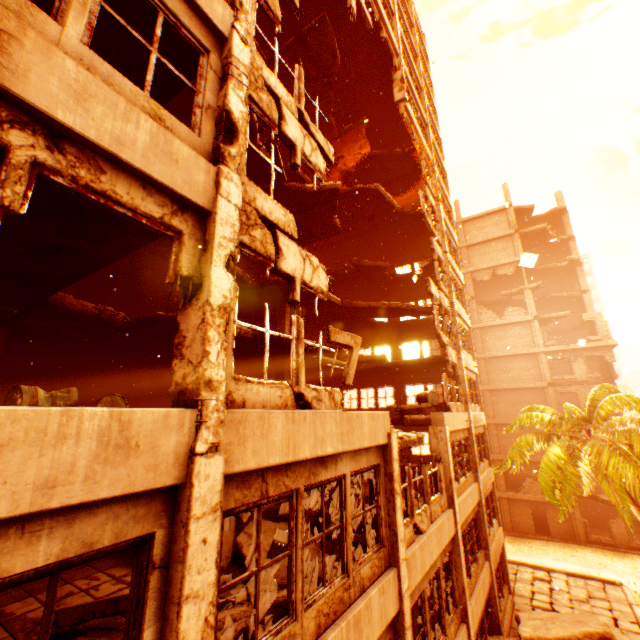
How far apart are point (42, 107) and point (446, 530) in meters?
12.1

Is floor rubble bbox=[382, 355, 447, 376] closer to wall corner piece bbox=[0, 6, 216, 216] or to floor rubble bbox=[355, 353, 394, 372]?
floor rubble bbox=[355, 353, 394, 372]

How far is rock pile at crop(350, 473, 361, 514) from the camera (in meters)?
9.20

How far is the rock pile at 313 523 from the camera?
7.15m

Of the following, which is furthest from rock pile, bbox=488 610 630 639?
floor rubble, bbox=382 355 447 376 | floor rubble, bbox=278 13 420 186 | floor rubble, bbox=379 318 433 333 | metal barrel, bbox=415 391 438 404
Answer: floor rubble, bbox=379 318 433 333

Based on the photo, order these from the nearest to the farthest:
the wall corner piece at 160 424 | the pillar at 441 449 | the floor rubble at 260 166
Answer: the wall corner piece at 160 424 < the pillar at 441 449 < the floor rubble at 260 166

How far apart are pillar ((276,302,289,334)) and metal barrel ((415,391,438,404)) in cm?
645

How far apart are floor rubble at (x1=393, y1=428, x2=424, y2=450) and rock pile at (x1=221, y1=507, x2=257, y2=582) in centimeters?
91cm
